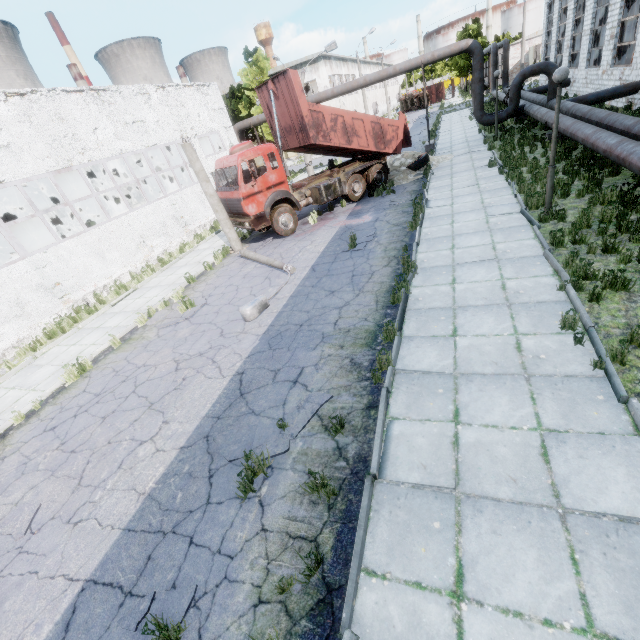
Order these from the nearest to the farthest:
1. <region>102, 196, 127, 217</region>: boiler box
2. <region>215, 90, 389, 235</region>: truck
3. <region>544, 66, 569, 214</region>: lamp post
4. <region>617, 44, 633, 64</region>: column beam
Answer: <region>544, 66, 569, 214</region>: lamp post
<region>215, 90, 389, 235</region>: truck
<region>617, 44, 633, 64</region>: column beam
<region>102, 196, 127, 217</region>: boiler box

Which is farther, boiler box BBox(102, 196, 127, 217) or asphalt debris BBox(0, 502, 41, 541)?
boiler box BBox(102, 196, 127, 217)

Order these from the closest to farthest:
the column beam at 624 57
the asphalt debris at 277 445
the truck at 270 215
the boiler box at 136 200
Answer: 1. the asphalt debris at 277 445
2. the truck at 270 215
3. the column beam at 624 57
4. the boiler box at 136 200

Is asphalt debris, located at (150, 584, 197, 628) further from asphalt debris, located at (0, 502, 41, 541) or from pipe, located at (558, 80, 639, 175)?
pipe, located at (558, 80, 639, 175)

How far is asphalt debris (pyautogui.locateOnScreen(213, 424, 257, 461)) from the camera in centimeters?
512cm

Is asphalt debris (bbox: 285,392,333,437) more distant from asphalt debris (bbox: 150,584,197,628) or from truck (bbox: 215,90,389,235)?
truck (bbox: 215,90,389,235)

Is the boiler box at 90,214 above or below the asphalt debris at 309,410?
above

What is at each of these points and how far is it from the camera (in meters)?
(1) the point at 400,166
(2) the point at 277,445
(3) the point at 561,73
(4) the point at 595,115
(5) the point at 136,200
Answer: (1) concrete debris, 18.00
(2) asphalt debris, 5.00
(3) lamp post, 7.34
(4) pipe, 12.46
(5) boiler box, 26.62
